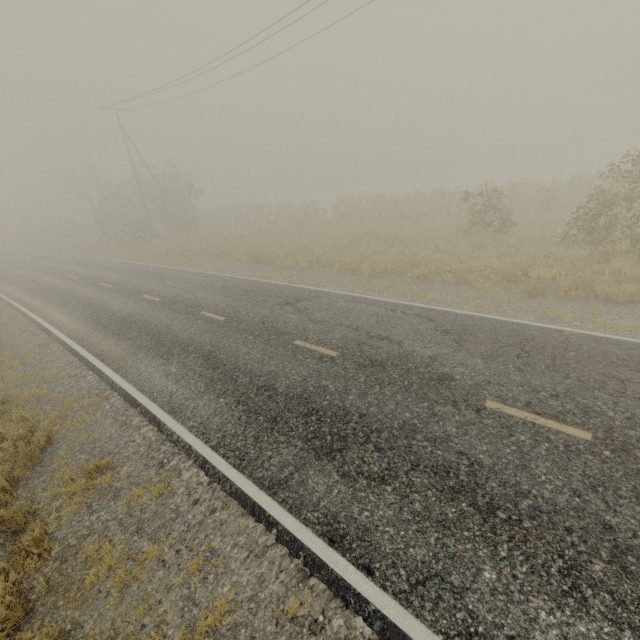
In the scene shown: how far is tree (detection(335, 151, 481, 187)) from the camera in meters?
53.1

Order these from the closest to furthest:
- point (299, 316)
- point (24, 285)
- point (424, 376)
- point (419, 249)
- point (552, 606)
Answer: point (552, 606) → point (424, 376) → point (299, 316) → point (419, 249) → point (24, 285)

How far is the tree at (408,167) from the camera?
53.1 meters

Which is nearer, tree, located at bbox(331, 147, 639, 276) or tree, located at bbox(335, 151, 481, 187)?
tree, located at bbox(331, 147, 639, 276)

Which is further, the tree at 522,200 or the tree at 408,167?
the tree at 408,167
